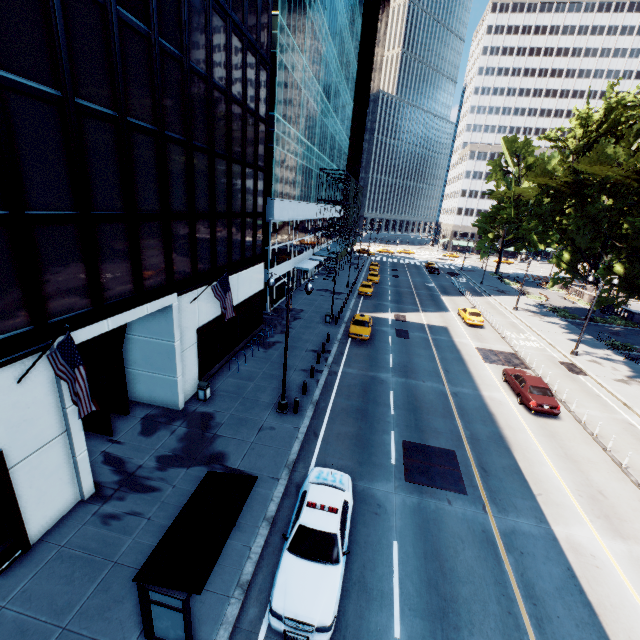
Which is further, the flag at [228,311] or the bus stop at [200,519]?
the flag at [228,311]

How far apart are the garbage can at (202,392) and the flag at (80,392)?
8.6m

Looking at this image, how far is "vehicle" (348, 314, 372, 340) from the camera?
27.70m

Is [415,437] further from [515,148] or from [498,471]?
[515,148]

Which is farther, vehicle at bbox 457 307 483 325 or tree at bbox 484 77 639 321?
vehicle at bbox 457 307 483 325

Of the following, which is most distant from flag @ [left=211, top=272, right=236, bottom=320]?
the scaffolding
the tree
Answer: the scaffolding

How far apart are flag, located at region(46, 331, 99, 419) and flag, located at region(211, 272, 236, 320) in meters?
8.0 m

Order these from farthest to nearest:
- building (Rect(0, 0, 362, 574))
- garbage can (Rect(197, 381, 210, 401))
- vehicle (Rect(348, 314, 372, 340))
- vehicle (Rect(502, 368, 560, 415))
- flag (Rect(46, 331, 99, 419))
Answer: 1. vehicle (Rect(348, 314, 372, 340))
2. vehicle (Rect(502, 368, 560, 415))
3. garbage can (Rect(197, 381, 210, 401))
4. building (Rect(0, 0, 362, 574))
5. flag (Rect(46, 331, 99, 419))
